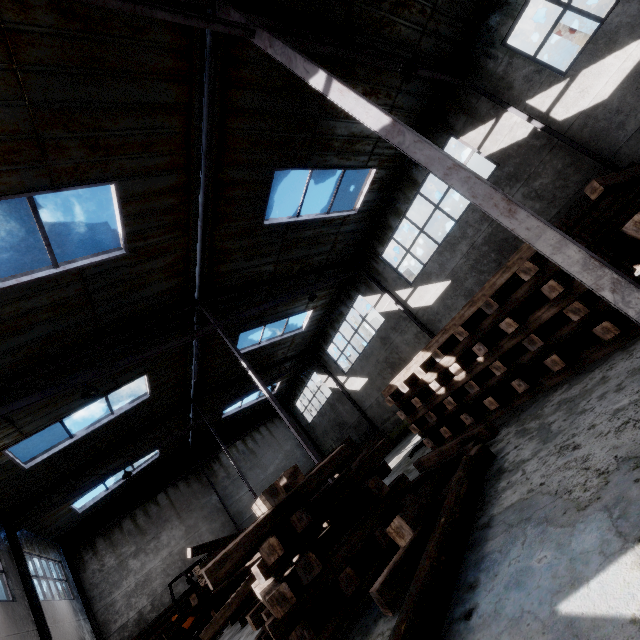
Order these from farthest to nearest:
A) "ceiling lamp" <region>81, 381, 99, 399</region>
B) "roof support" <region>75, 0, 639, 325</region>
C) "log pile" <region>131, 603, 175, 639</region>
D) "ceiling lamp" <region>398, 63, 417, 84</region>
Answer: "log pile" <region>131, 603, 175, 639</region>
"ceiling lamp" <region>81, 381, 99, 399</region>
"ceiling lamp" <region>398, 63, 417, 84</region>
"roof support" <region>75, 0, 639, 325</region>

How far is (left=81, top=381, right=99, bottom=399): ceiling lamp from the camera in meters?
8.3

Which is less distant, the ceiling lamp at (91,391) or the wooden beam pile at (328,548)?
the wooden beam pile at (328,548)

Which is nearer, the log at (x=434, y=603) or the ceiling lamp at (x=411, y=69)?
the log at (x=434, y=603)

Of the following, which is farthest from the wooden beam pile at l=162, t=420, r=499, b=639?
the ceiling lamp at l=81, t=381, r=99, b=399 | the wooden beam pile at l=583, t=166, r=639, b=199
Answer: the ceiling lamp at l=81, t=381, r=99, b=399

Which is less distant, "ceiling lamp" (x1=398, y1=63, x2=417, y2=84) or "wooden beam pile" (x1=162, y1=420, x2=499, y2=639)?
"wooden beam pile" (x1=162, y1=420, x2=499, y2=639)

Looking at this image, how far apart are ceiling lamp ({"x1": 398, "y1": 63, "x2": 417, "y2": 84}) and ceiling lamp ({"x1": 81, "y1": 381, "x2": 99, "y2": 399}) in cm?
1102

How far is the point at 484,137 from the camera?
10.3m
